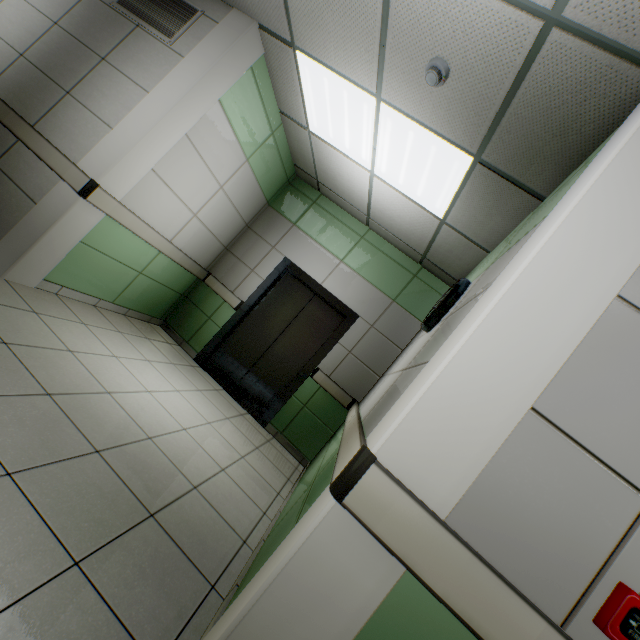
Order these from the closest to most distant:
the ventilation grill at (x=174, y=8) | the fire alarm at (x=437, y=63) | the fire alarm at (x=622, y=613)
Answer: the fire alarm at (x=622, y=613), the fire alarm at (x=437, y=63), the ventilation grill at (x=174, y=8)

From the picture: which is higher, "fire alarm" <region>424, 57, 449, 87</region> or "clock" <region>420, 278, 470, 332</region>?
"fire alarm" <region>424, 57, 449, 87</region>

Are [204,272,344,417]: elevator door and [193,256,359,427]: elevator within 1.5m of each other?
yes

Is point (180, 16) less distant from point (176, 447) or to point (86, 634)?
point (176, 447)

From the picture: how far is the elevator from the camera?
4.6 meters

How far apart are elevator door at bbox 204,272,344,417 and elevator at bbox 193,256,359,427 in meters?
0.0

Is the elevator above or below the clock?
below

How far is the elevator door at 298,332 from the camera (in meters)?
4.79
